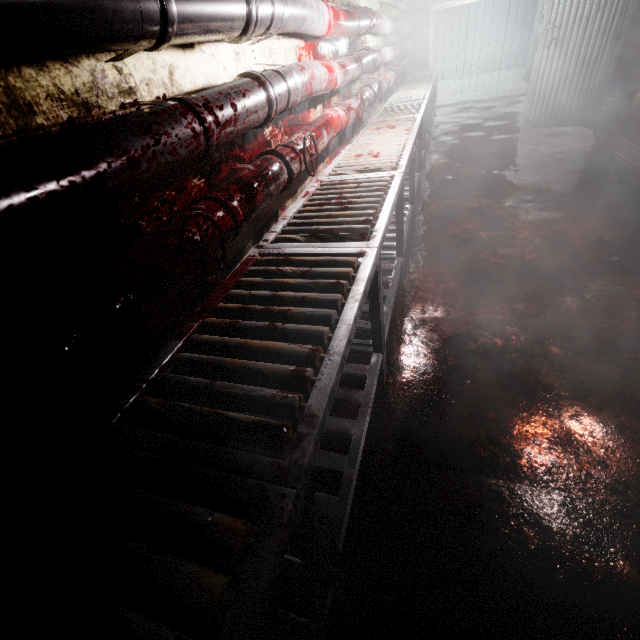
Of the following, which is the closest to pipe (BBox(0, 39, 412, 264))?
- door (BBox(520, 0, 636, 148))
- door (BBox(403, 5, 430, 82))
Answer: door (BBox(403, 5, 430, 82))

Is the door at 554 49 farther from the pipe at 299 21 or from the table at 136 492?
the pipe at 299 21

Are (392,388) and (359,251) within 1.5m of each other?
yes

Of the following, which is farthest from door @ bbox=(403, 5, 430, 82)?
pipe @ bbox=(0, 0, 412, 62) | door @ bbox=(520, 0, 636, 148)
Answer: door @ bbox=(520, 0, 636, 148)

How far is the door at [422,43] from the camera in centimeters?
732cm

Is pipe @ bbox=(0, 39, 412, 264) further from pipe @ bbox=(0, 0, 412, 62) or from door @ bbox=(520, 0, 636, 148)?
door @ bbox=(520, 0, 636, 148)

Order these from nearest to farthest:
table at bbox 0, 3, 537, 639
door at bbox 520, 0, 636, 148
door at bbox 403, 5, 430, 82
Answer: table at bbox 0, 3, 537, 639 < door at bbox 520, 0, 636, 148 < door at bbox 403, 5, 430, 82

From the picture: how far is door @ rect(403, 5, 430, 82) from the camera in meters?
7.3
